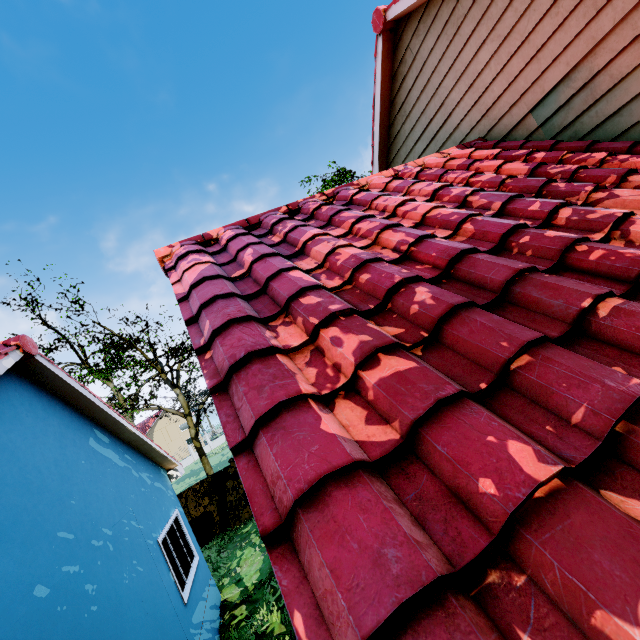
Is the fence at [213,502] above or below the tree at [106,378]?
below

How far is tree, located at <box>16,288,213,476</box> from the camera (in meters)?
18.03

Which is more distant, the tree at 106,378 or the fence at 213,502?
the tree at 106,378

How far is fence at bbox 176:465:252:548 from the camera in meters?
13.2

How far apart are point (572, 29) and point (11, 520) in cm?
860

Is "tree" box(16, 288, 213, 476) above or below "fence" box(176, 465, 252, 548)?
above

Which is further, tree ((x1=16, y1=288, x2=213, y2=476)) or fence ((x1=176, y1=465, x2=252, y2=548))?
tree ((x1=16, y1=288, x2=213, y2=476))
